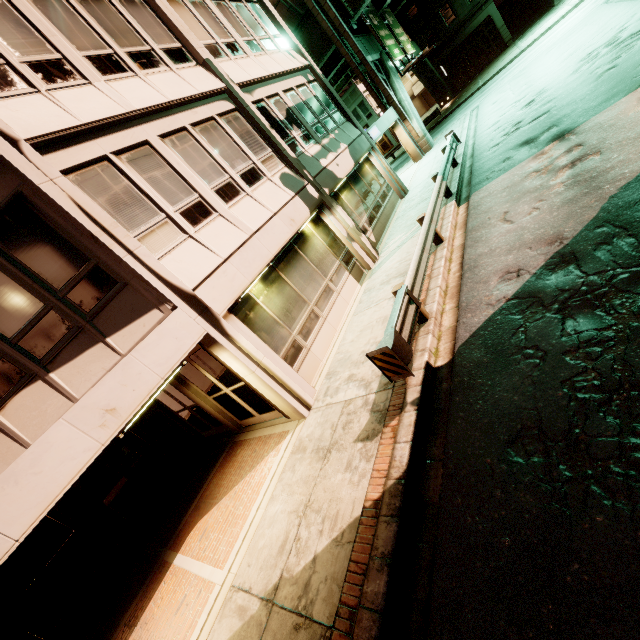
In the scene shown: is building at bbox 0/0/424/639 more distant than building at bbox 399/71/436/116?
No

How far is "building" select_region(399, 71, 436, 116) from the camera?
45.4 meters

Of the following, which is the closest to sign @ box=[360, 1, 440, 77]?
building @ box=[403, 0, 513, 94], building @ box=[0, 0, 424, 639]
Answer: building @ box=[0, 0, 424, 639]

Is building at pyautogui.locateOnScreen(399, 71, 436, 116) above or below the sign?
below

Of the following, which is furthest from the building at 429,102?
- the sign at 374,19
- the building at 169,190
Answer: the building at 169,190

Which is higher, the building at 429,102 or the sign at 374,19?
the sign at 374,19

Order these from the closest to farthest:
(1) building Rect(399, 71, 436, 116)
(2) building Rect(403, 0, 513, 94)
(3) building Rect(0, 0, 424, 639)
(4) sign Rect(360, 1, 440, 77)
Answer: (3) building Rect(0, 0, 424, 639) < (4) sign Rect(360, 1, 440, 77) < (2) building Rect(403, 0, 513, 94) < (1) building Rect(399, 71, 436, 116)

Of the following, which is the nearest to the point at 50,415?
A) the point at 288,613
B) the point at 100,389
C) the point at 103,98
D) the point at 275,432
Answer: the point at 100,389
